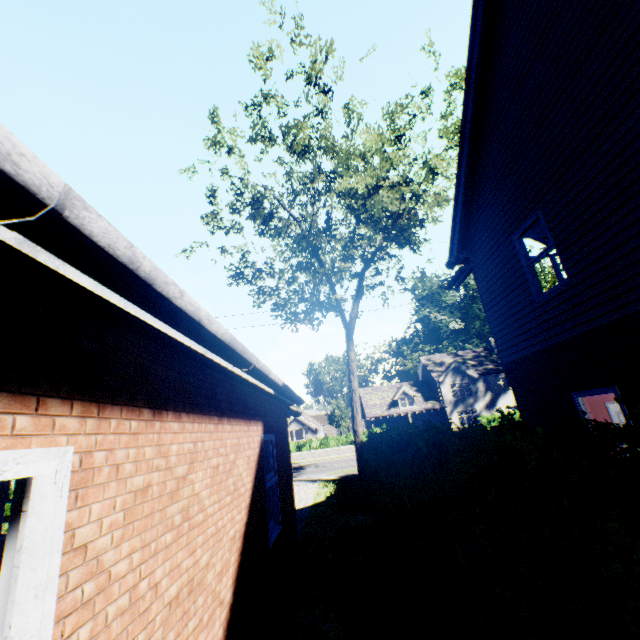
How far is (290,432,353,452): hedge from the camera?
32.50m

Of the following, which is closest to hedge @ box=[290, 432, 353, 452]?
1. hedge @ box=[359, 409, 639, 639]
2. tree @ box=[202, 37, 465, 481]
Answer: tree @ box=[202, 37, 465, 481]

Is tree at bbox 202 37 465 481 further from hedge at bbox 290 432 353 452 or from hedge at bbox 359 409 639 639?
hedge at bbox 290 432 353 452

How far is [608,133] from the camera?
4.7m

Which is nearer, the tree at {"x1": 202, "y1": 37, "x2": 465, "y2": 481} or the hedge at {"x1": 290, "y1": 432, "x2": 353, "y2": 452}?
the tree at {"x1": 202, "y1": 37, "x2": 465, "y2": 481}

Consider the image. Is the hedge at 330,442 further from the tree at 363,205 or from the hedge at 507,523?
the hedge at 507,523

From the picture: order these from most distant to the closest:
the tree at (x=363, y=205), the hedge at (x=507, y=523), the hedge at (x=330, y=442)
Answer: the hedge at (x=330, y=442)
the tree at (x=363, y=205)
the hedge at (x=507, y=523)
